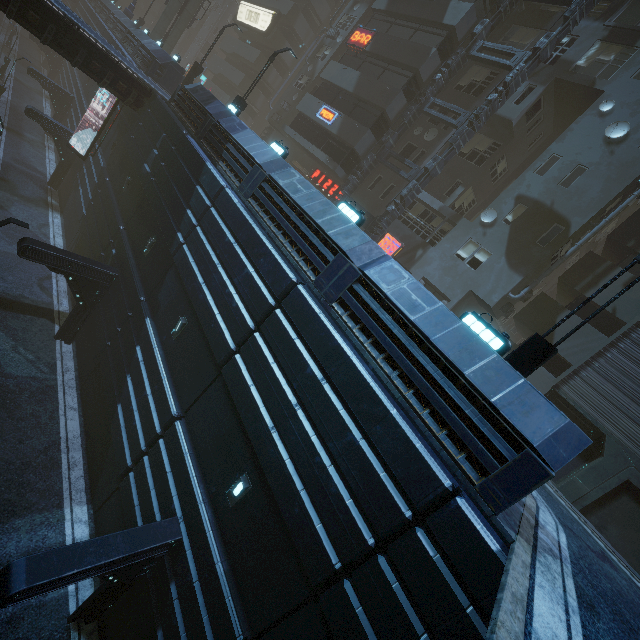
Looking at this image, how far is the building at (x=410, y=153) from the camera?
22.00m

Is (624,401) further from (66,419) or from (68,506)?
(66,419)

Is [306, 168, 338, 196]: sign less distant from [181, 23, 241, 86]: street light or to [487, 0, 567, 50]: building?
[487, 0, 567, 50]: building

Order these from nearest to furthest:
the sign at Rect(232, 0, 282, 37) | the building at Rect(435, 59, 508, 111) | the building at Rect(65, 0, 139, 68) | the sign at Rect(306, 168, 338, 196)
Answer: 1. the building at Rect(435, 59, 508, 111)
2. the sign at Rect(306, 168, 338, 196)
3. the building at Rect(65, 0, 139, 68)
4. the sign at Rect(232, 0, 282, 37)

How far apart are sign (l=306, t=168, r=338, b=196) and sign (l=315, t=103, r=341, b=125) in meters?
3.7

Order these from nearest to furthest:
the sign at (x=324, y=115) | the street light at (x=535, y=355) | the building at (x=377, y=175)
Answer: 1. the street light at (x=535, y=355)
2. the building at (x=377, y=175)
3. the sign at (x=324, y=115)

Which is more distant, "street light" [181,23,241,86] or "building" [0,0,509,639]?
"street light" [181,23,241,86]

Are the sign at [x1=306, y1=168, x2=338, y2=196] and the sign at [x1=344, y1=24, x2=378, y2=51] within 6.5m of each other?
no
